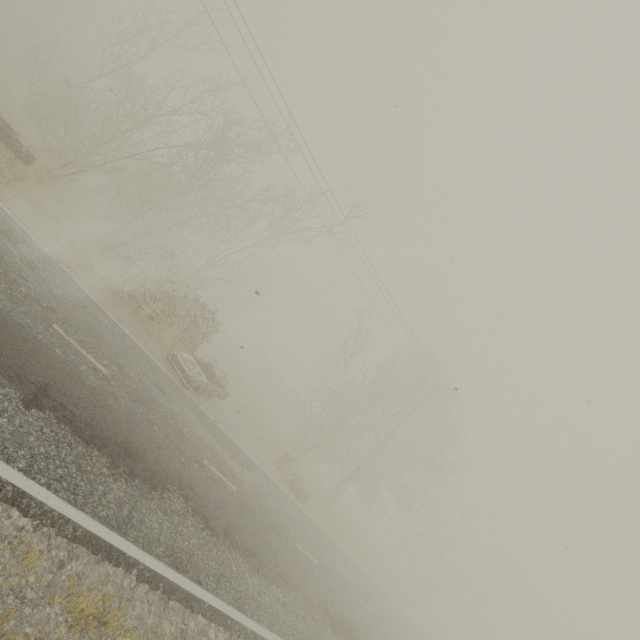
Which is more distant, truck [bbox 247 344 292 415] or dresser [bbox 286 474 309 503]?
truck [bbox 247 344 292 415]

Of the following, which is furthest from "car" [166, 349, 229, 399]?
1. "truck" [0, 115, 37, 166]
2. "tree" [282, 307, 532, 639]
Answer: "truck" [0, 115, 37, 166]

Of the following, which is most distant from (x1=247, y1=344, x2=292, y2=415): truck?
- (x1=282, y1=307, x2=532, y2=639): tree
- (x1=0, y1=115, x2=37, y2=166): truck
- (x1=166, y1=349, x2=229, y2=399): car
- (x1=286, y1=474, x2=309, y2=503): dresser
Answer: (x1=0, y1=115, x2=37, y2=166): truck

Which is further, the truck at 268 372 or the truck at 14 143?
the truck at 268 372

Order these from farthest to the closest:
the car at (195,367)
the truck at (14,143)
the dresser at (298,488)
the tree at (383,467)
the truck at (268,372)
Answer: the truck at (268,372)
the tree at (383,467)
the dresser at (298,488)
the car at (195,367)
the truck at (14,143)

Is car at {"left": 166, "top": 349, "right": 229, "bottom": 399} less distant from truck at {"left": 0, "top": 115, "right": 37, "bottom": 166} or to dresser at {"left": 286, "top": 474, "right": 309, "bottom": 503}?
dresser at {"left": 286, "top": 474, "right": 309, "bottom": 503}

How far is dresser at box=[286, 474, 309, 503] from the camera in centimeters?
1650cm

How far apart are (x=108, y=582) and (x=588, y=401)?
11.12m
